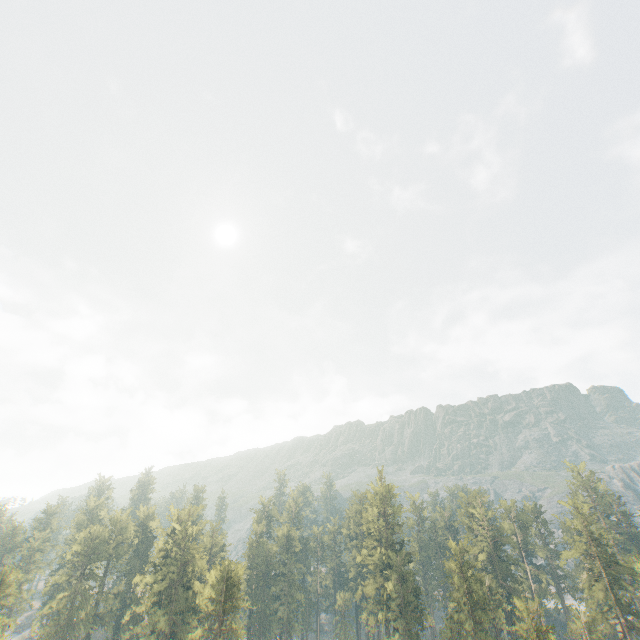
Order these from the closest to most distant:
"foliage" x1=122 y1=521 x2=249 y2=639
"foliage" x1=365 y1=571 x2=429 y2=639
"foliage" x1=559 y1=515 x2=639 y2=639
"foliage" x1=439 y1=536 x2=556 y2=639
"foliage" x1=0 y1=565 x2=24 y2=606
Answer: "foliage" x1=439 y1=536 x2=556 y2=639
"foliage" x1=122 y1=521 x2=249 y2=639
"foliage" x1=559 y1=515 x2=639 y2=639
"foliage" x1=0 y1=565 x2=24 y2=606
"foliage" x1=365 y1=571 x2=429 y2=639

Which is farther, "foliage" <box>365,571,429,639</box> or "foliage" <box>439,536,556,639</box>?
"foliage" <box>365,571,429,639</box>

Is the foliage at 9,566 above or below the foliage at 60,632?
above

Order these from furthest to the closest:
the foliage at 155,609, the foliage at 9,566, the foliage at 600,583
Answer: the foliage at 9,566, the foliage at 600,583, the foliage at 155,609

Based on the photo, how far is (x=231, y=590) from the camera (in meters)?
46.91

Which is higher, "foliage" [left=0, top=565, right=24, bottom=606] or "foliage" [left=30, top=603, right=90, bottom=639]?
"foliage" [left=0, top=565, right=24, bottom=606]

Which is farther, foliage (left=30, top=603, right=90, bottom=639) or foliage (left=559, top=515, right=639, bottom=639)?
foliage (left=30, top=603, right=90, bottom=639)
